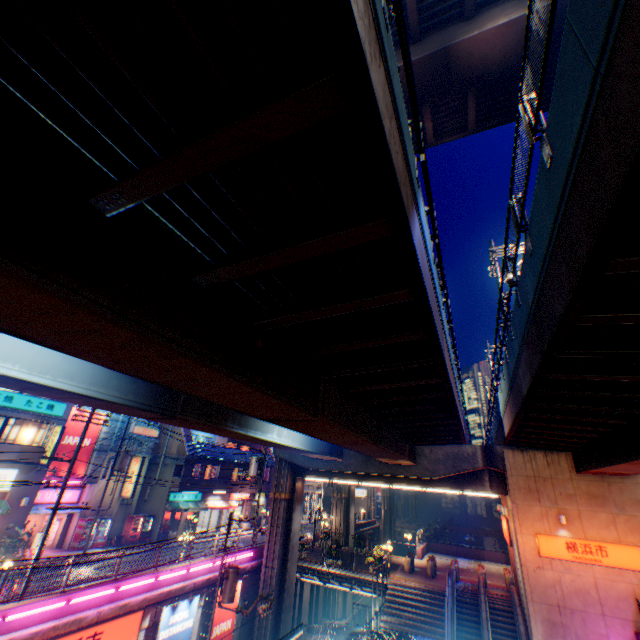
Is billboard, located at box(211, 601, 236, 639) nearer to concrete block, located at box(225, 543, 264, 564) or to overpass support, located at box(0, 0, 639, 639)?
concrete block, located at box(225, 543, 264, 564)

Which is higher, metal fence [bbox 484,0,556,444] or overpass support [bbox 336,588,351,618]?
metal fence [bbox 484,0,556,444]

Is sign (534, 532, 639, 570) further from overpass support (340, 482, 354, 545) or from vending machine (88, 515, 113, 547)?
vending machine (88, 515, 113, 547)

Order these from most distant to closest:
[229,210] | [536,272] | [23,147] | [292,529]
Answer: [292,529] → [536,272] → [229,210] → [23,147]

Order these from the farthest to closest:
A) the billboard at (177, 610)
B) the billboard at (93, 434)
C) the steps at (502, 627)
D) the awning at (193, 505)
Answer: the awning at (193, 505)
the billboard at (93, 434)
the steps at (502, 627)
the billboard at (177, 610)

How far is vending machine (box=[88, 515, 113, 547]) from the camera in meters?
25.3 m

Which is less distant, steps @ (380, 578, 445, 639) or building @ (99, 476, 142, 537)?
steps @ (380, 578, 445, 639)

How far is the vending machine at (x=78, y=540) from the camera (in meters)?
24.42
